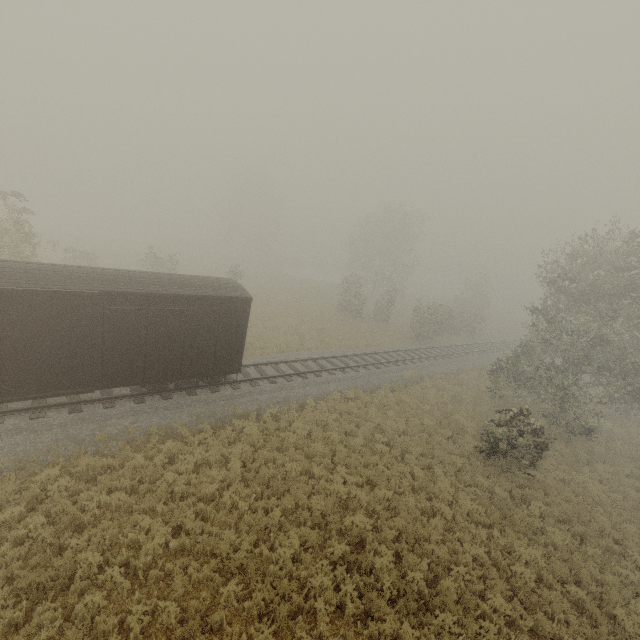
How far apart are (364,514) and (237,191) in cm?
5958

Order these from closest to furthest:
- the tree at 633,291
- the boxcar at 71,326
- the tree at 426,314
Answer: the boxcar at 71,326 → the tree at 633,291 → the tree at 426,314

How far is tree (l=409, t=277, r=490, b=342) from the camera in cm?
3064

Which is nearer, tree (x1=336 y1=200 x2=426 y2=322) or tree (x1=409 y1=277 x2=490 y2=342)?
tree (x1=409 y1=277 x2=490 y2=342)

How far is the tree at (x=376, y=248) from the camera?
35.0m

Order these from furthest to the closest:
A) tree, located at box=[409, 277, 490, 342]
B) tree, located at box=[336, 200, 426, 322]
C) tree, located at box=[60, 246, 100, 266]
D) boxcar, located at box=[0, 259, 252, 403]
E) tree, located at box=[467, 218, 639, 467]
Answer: tree, located at box=[336, 200, 426, 322], tree, located at box=[409, 277, 490, 342], tree, located at box=[60, 246, 100, 266], tree, located at box=[467, 218, 639, 467], boxcar, located at box=[0, 259, 252, 403]
